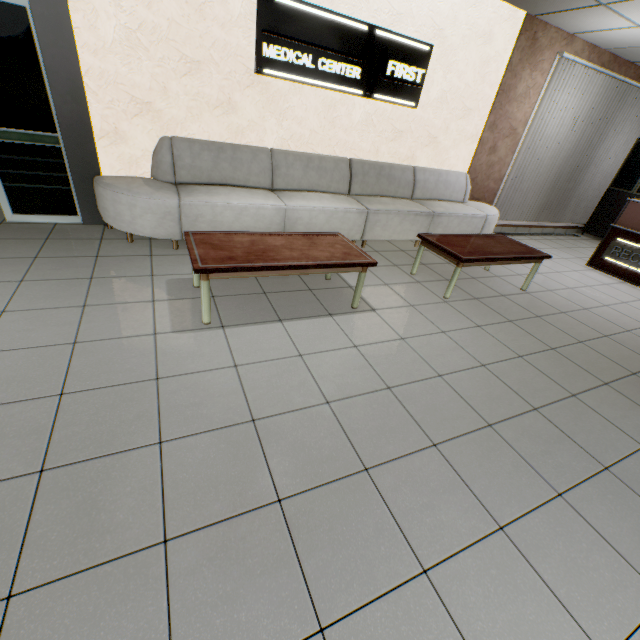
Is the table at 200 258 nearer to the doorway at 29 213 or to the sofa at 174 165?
the sofa at 174 165

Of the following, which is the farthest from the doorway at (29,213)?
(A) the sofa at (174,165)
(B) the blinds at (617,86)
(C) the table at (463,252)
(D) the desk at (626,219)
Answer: (D) the desk at (626,219)

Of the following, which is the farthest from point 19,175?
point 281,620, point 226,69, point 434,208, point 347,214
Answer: A: point 434,208

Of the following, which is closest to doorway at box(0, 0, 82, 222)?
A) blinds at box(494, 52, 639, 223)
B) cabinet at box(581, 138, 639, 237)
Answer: blinds at box(494, 52, 639, 223)

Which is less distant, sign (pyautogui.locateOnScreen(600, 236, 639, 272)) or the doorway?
the doorway

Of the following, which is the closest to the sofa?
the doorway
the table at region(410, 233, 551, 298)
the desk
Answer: the doorway

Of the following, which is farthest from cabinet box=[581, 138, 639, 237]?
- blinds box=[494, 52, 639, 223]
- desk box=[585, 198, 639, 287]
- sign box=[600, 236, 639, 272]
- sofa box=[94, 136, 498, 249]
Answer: sofa box=[94, 136, 498, 249]

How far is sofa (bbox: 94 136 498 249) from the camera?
3.52m
